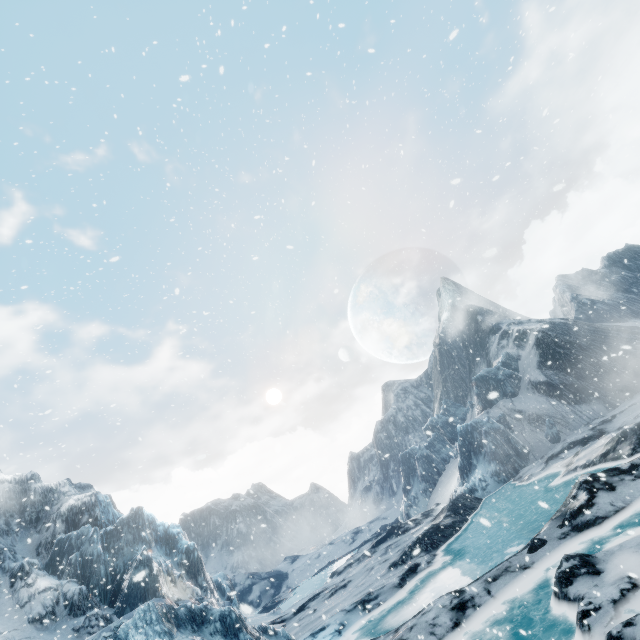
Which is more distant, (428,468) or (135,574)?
(428,468)
